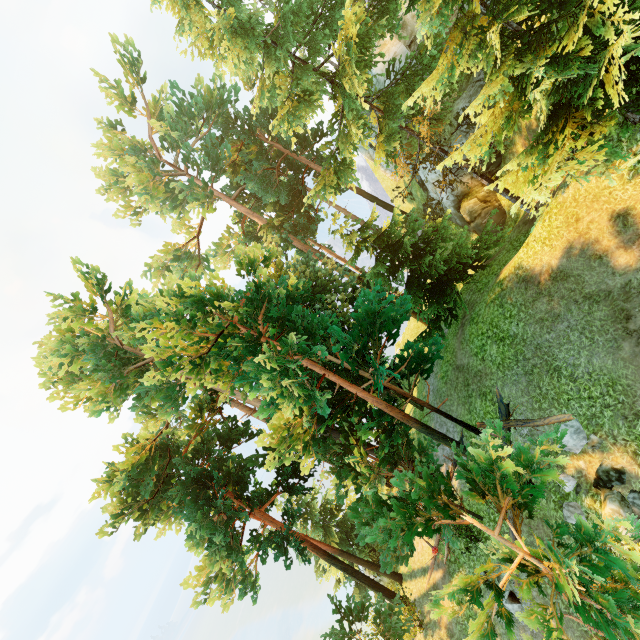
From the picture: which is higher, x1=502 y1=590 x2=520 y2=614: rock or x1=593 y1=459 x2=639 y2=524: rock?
x1=593 y1=459 x2=639 y2=524: rock

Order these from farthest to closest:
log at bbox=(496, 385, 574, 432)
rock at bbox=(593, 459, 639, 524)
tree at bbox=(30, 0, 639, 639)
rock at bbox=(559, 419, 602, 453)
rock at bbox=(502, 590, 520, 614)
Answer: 1. rock at bbox=(502, 590, 520, 614)
2. log at bbox=(496, 385, 574, 432)
3. rock at bbox=(559, 419, 602, 453)
4. rock at bbox=(593, 459, 639, 524)
5. tree at bbox=(30, 0, 639, 639)

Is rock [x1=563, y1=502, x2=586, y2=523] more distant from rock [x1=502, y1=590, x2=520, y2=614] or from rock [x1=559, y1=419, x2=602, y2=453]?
rock [x1=502, y1=590, x2=520, y2=614]

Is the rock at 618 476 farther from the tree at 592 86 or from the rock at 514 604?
the rock at 514 604

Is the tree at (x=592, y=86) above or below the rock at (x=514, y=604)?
above

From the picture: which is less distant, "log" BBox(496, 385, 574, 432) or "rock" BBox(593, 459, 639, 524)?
"rock" BBox(593, 459, 639, 524)

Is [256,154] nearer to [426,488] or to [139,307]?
[139,307]

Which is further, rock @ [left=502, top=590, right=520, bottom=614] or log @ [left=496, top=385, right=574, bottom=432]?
rock @ [left=502, top=590, right=520, bottom=614]
